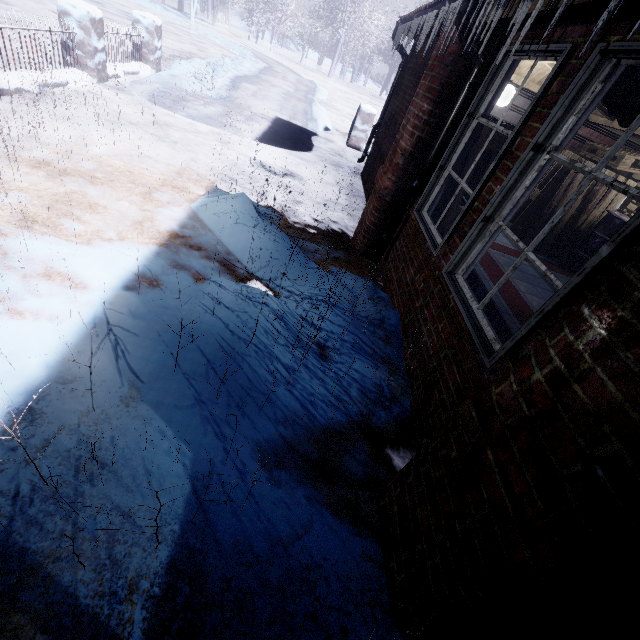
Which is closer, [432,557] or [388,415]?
[432,557]

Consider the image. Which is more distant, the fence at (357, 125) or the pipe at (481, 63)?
the fence at (357, 125)

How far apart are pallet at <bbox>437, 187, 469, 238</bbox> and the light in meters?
2.9 m

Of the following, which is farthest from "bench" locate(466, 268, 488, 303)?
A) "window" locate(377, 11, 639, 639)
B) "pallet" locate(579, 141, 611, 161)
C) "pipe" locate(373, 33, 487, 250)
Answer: "pallet" locate(579, 141, 611, 161)

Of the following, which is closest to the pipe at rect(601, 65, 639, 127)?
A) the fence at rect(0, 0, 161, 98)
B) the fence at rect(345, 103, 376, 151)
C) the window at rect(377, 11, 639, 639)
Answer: the window at rect(377, 11, 639, 639)

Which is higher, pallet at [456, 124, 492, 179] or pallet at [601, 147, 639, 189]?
pallet at [601, 147, 639, 189]

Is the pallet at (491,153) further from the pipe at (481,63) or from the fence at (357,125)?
the fence at (357,125)

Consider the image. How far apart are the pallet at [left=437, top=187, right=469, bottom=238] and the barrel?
3.3m
